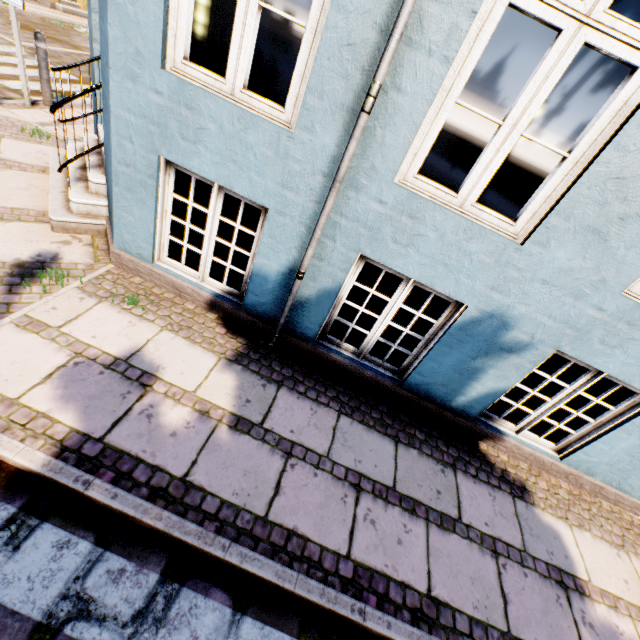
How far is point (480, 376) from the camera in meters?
3.3 m

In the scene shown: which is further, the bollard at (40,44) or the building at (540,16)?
the bollard at (40,44)

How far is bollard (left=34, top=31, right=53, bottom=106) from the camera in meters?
5.6

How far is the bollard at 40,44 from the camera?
5.6 meters

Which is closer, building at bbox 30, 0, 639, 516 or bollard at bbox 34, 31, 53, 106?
building at bbox 30, 0, 639, 516
